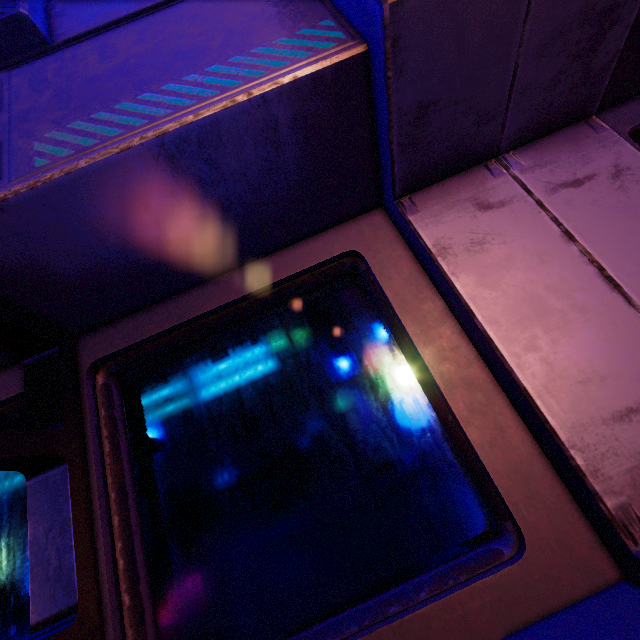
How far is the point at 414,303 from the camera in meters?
1.2 m
